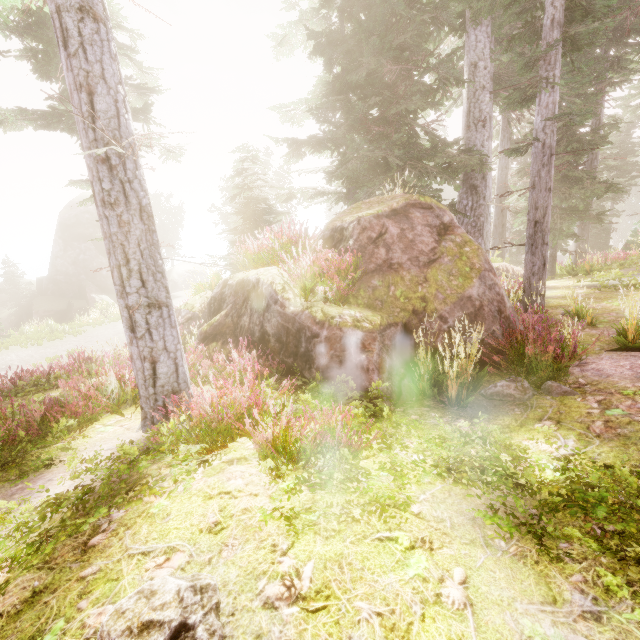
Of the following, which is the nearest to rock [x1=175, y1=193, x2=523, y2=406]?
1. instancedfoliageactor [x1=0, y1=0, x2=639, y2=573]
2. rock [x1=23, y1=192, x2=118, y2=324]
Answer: instancedfoliageactor [x1=0, y1=0, x2=639, y2=573]

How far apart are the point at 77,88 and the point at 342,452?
4.9 meters

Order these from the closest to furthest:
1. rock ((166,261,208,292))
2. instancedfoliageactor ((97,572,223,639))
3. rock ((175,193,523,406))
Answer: instancedfoliageactor ((97,572,223,639)), rock ((175,193,523,406)), rock ((166,261,208,292))

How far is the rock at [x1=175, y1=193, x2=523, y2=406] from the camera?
5.1 meters

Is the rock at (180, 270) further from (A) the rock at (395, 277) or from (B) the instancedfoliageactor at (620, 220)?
(A) the rock at (395, 277)

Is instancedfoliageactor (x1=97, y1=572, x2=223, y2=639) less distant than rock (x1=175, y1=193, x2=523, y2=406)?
Yes

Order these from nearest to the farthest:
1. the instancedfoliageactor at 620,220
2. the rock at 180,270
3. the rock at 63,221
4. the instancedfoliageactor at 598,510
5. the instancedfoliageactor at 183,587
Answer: the instancedfoliageactor at 183,587
the instancedfoliageactor at 598,510
the instancedfoliageactor at 620,220
the rock at 63,221
the rock at 180,270

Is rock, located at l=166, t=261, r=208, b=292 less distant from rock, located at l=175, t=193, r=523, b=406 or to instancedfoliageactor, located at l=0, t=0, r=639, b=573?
instancedfoliageactor, located at l=0, t=0, r=639, b=573
